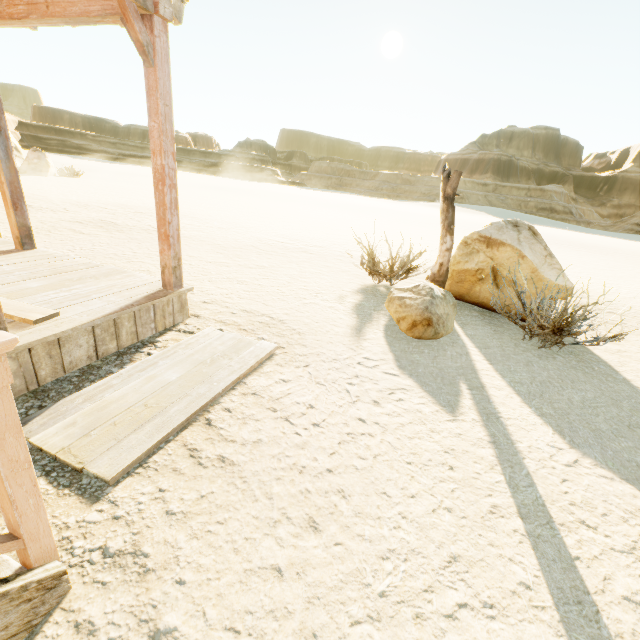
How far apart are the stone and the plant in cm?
2940

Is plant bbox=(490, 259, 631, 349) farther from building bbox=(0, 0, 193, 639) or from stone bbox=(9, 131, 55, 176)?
stone bbox=(9, 131, 55, 176)

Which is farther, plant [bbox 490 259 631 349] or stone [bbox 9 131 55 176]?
stone [bbox 9 131 55 176]

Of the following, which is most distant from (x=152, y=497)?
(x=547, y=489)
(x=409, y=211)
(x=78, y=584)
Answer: (x=409, y=211)

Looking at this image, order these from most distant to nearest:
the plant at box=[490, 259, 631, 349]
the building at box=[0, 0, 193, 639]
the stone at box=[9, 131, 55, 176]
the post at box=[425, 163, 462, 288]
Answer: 1. the stone at box=[9, 131, 55, 176]
2. the post at box=[425, 163, 462, 288]
3. the plant at box=[490, 259, 631, 349]
4. the building at box=[0, 0, 193, 639]

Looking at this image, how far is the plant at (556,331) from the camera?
4.1 meters

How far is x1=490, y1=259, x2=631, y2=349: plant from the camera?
4.1m

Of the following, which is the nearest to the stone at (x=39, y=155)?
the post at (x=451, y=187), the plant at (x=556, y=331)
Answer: the post at (x=451, y=187)
